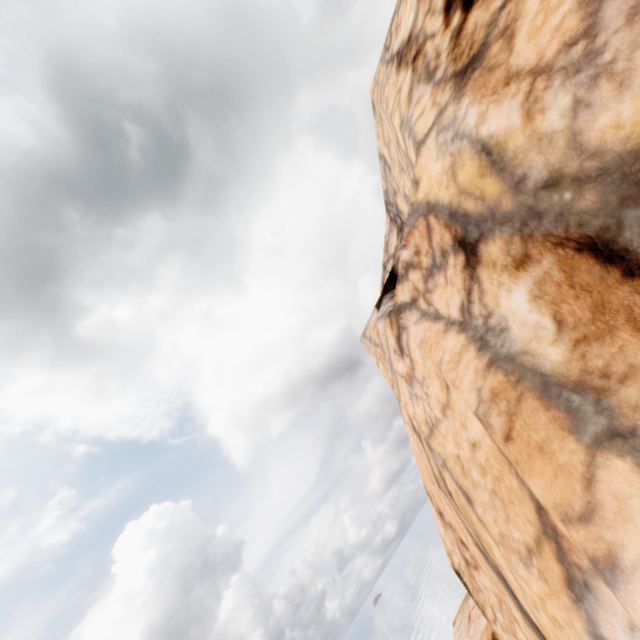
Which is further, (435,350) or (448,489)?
(448,489)
